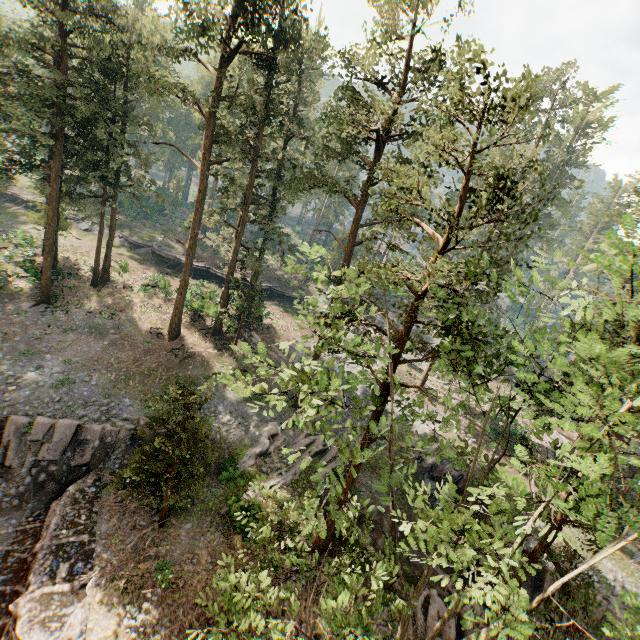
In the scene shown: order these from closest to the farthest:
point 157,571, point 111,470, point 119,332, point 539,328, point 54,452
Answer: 1. point 539,328
2. point 157,571
3. point 54,452
4. point 111,470
5. point 119,332

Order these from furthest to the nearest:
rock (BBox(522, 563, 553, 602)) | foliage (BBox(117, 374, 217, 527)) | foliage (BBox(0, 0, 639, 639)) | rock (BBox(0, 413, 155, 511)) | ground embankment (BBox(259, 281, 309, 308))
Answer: ground embankment (BBox(259, 281, 309, 308))
rock (BBox(0, 413, 155, 511))
rock (BBox(522, 563, 553, 602))
foliage (BBox(117, 374, 217, 527))
foliage (BBox(0, 0, 639, 639))

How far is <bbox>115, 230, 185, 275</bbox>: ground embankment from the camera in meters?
43.4

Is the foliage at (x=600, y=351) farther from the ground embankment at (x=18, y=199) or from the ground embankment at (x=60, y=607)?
the ground embankment at (x=18, y=199)

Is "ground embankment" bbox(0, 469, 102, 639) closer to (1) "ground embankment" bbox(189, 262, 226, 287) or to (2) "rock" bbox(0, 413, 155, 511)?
(2) "rock" bbox(0, 413, 155, 511)

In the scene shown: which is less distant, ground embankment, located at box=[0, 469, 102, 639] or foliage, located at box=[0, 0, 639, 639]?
foliage, located at box=[0, 0, 639, 639]

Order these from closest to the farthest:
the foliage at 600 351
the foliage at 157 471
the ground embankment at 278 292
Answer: the foliage at 600 351 → the foliage at 157 471 → the ground embankment at 278 292
